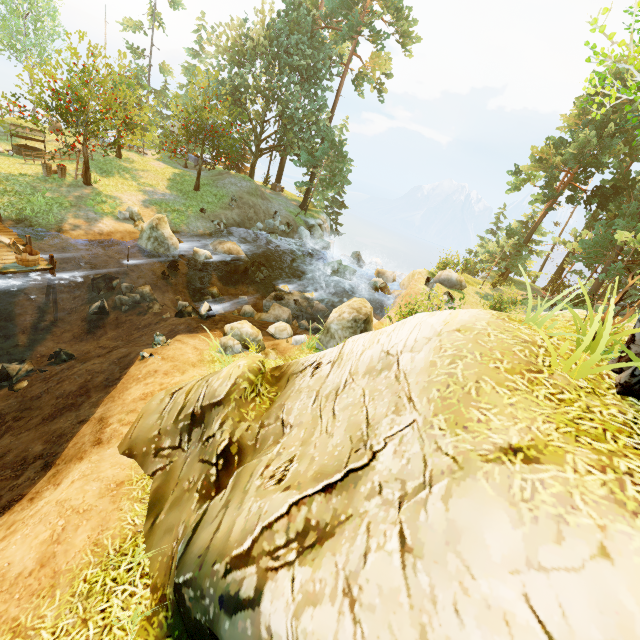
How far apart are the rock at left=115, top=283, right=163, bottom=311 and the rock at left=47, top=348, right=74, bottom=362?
2.86m

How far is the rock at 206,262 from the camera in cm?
1661

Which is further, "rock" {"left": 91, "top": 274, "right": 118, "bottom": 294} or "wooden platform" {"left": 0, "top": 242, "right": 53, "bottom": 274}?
"rock" {"left": 91, "top": 274, "right": 118, "bottom": 294}

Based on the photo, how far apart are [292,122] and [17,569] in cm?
3329

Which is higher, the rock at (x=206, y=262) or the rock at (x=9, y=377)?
the rock at (x=206, y=262)

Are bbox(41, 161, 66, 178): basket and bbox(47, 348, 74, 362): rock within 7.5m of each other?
no

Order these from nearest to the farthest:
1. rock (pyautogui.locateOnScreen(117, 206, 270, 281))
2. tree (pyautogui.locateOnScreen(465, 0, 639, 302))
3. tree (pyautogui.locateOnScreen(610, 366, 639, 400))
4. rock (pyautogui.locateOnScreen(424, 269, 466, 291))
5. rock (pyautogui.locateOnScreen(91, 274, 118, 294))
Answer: tree (pyautogui.locateOnScreen(610, 366, 639, 400)) < tree (pyautogui.locateOnScreen(465, 0, 639, 302)) < rock (pyautogui.locateOnScreen(91, 274, 118, 294)) < rock (pyautogui.locateOnScreen(117, 206, 270, 281)) < rock (pyautogui.locateOnScreen(424, 269, 466, 291))

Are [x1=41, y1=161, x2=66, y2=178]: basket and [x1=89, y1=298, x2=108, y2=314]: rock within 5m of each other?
no
